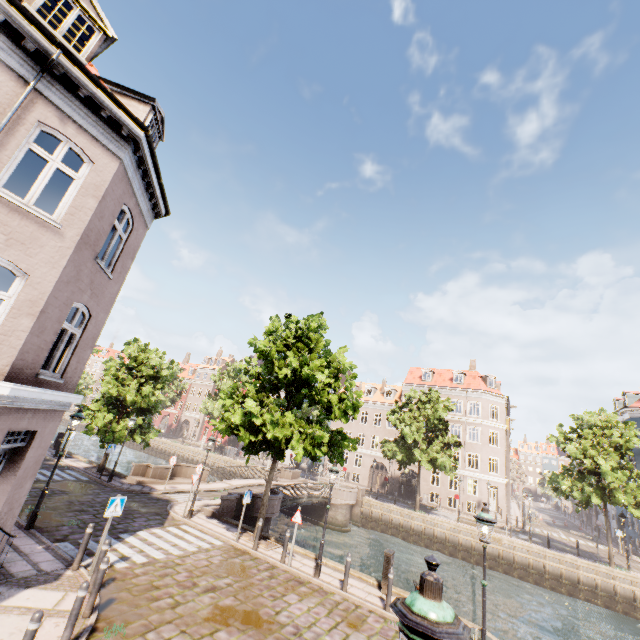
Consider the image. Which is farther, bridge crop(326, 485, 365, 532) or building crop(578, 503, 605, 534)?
building crop(578, 503, 605, 534)

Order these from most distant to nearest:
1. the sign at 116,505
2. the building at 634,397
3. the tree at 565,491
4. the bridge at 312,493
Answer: the building at 634,397 < the tree at 565,491 < the bridge at 312,493 < the sign at 116,505

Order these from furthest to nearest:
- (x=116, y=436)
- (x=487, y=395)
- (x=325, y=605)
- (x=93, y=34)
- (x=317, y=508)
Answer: (x=487, y=395) < (x=317, y=508) < (x=116, y=436) < (x=325, y=605) < (x=93, y=34)

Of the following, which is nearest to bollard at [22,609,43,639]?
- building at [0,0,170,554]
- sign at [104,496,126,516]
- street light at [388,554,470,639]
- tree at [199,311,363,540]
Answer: building at [0,0,170,554]

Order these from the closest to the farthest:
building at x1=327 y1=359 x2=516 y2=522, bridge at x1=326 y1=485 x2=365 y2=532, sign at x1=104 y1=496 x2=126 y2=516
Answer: sign at x1=104 y1=496 x2=126 y2=516
bridge at x1=326 y1=485 x2=365 y2=532
building at x1=327 y1=359 x2=516 y2=522

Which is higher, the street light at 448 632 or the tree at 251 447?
the tree at 251 447

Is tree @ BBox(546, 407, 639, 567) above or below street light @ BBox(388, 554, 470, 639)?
above

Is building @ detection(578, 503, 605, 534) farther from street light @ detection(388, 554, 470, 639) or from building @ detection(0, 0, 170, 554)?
street light @ detection(388, 554, 470, 639)
